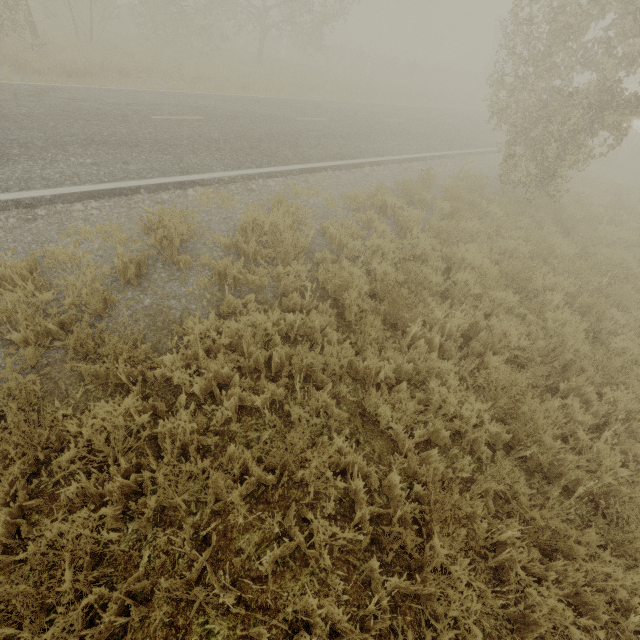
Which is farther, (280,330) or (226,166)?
(226,166)
